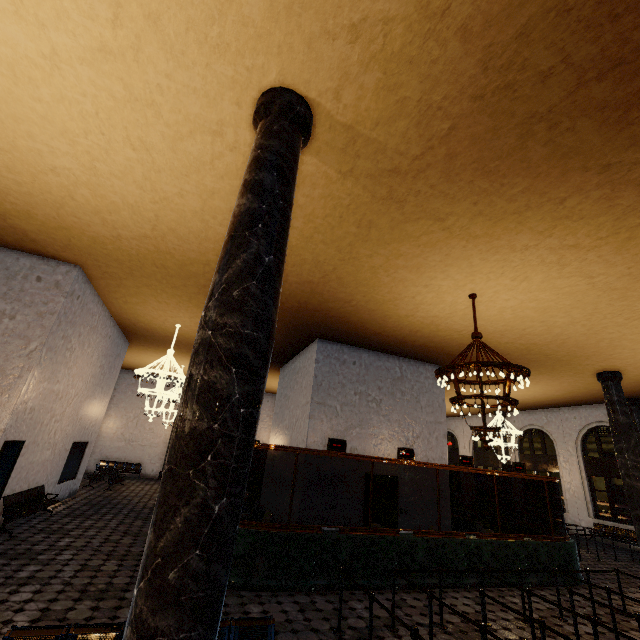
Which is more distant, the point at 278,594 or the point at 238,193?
the point at 278,594
